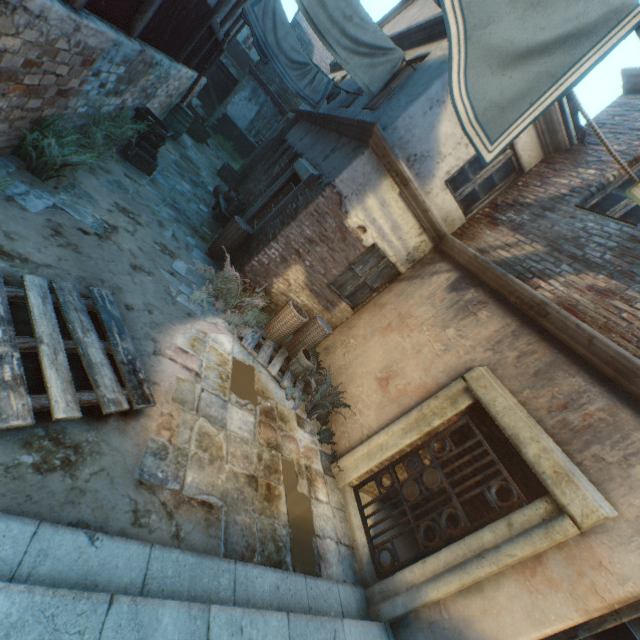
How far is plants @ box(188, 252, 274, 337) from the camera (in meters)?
5.56

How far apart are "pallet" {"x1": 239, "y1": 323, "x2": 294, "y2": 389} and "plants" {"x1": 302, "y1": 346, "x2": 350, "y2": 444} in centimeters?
4cm

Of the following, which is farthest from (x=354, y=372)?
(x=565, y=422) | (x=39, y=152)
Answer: (x=39, y=152)

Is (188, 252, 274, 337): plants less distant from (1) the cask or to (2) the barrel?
(2) the barrel

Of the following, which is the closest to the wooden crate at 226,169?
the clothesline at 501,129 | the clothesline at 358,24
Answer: the clothesline at 358,24

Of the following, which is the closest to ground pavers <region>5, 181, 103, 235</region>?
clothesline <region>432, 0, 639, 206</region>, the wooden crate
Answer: the wooden crate

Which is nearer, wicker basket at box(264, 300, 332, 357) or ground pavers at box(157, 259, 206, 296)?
ground pavers at box(157, 259, 206, 296)

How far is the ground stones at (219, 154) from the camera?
14.6 meters
